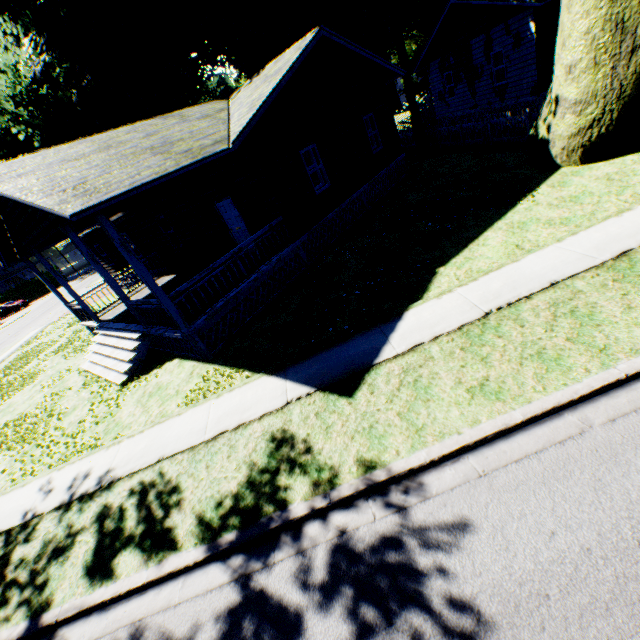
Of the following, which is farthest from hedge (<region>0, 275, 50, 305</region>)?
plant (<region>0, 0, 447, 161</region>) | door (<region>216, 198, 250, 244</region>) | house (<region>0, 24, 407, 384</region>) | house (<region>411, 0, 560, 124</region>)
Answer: house (<region>411, 0, 560, 124</region>)

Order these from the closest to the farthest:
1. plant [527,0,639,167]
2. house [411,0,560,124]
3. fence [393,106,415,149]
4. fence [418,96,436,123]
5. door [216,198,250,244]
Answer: plant [527,0,639,167]
door [216,198,250,244]
house [411,0,560,124]
fence [393,106,415,149]
fence [418,96,436,123]

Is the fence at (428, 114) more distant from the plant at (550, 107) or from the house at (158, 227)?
the house at (158, 227)

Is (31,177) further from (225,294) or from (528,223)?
(528,223)

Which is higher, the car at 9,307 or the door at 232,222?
the door at 232,222

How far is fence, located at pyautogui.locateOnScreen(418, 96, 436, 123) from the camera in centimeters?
3225cm

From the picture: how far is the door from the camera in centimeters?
1205cm
